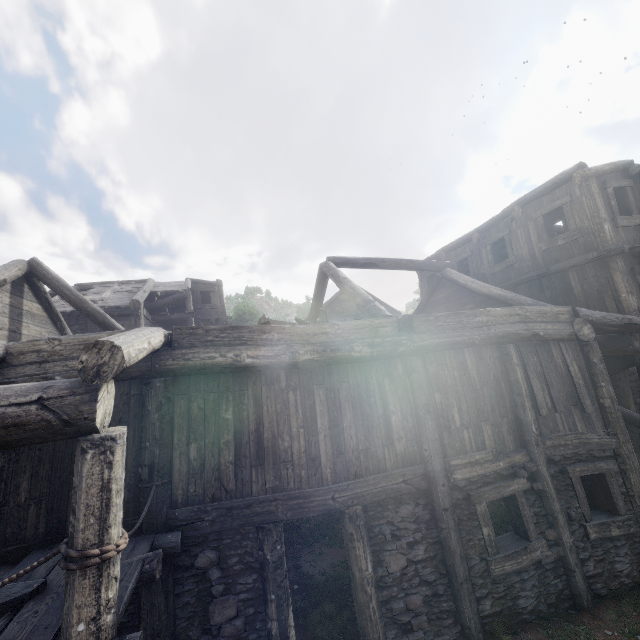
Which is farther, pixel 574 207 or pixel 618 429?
pixel 574 207
